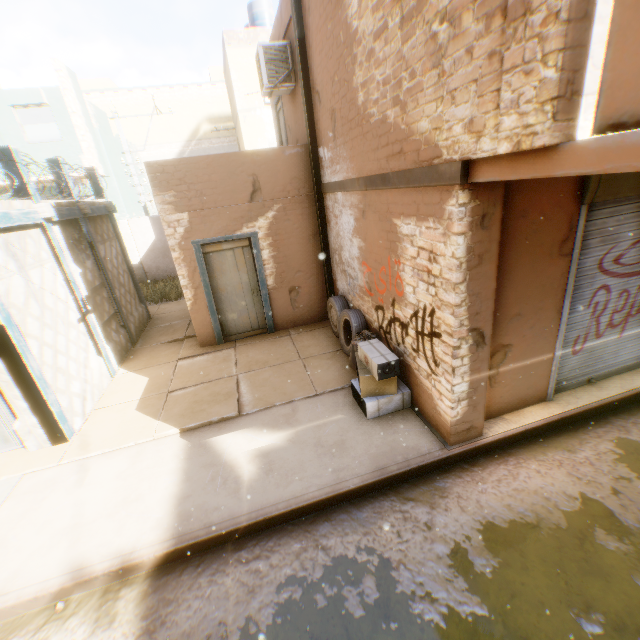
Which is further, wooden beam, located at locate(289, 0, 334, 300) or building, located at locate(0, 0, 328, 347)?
building, located at locate(0, 0, 328, 347)

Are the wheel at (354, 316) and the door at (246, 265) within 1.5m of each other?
yes

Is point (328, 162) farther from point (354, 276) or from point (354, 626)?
point (354, 626)

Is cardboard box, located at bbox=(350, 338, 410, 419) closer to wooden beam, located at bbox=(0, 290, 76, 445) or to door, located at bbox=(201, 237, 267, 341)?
wooden beam, located at bbox=(0, 290, 76, 445)

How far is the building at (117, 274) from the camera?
8.27m

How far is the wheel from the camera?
6.1m

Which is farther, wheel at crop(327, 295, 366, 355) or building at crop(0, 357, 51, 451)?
wheel at crop(327, 295, 366, 355)

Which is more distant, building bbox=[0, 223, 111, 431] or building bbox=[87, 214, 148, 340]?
building bbox=[87, 214, 148, 340]
